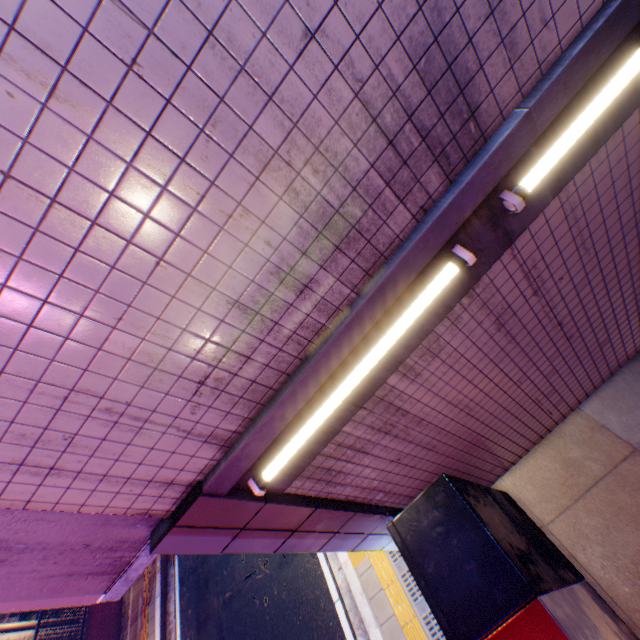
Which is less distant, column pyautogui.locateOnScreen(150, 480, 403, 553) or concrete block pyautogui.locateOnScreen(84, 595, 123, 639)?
column pyautogui.locateOnScreen(150, 480, 403, 553)

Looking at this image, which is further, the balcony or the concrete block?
the concrete block

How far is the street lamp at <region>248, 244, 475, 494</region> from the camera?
2.1m

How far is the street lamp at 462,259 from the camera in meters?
2.1 m

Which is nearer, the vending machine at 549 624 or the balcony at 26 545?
the balcony at 26 545

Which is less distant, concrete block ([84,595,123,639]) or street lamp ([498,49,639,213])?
street lamp ([498,49,639,213])

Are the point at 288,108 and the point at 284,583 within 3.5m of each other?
no

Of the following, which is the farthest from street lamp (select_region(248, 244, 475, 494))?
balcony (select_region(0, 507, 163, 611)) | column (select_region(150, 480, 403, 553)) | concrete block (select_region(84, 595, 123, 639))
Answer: concrete block (select_region(84, 595, 123, 639))
